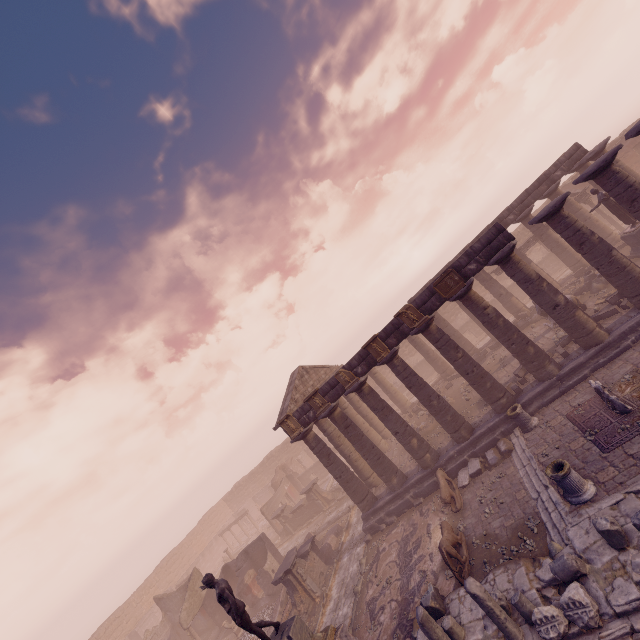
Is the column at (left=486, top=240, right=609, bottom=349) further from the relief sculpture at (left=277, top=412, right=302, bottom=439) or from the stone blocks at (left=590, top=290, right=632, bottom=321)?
the relief sculpture at (left=277, top=412, right=302, bottom=439)

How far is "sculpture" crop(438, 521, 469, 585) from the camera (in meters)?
10.09

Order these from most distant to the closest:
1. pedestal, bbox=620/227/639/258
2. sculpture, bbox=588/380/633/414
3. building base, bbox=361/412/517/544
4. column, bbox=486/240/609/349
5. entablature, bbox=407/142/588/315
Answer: pedestal, bbox=620/227/639/258
building base, bbox=361/412/517/544
entablature, bbox=407/142/588/315
column, bbox=486/240/609/349
sculpture, bbox=588/380/633/414

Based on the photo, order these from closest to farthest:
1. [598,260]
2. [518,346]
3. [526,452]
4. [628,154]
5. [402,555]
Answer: [526,452], [598,260], [402,555], [518,346], [628,154]

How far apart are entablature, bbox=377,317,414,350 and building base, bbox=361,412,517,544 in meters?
5.3

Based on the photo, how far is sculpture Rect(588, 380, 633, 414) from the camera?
10.04m

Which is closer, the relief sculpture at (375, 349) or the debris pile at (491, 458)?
the debris pile at (491, 458)

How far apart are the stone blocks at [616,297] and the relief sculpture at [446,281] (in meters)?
5.65
